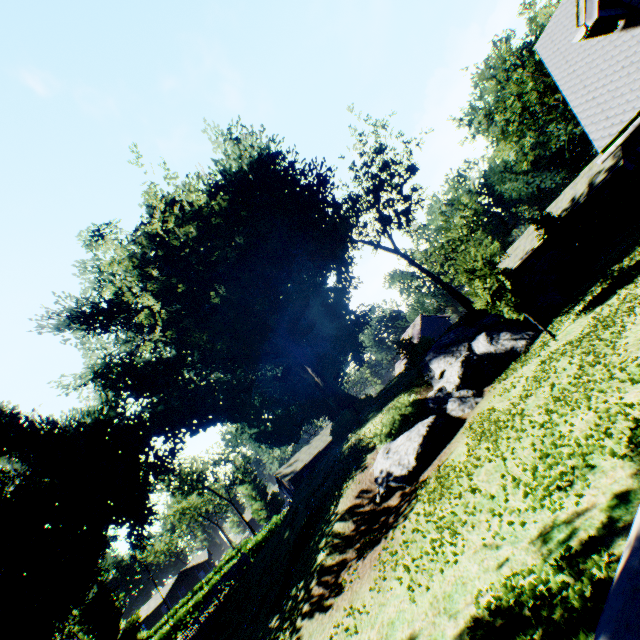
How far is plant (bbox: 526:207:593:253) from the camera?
25.0 meters

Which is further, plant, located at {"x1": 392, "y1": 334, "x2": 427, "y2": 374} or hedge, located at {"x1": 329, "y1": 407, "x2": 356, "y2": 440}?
hedge, located at {"x1": 329, "y1": 407, "x2": 356, "y2": 440}

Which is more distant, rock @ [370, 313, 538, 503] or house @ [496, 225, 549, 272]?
house @ [496, 225, 549, 272]

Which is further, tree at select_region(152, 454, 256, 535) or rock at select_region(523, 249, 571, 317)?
tree at select_region(152, 454, 256, 535)

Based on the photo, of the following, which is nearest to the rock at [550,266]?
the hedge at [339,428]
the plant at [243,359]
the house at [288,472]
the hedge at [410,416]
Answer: the hedge at [410,416]

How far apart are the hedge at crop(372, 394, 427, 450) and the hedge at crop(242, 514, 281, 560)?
30.4m

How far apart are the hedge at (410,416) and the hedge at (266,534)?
30.4m

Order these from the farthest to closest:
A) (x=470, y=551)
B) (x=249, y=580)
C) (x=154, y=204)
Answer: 1. (x=249, y=580)
2. (x=154, y=204)
3. (x=470, y=551)
